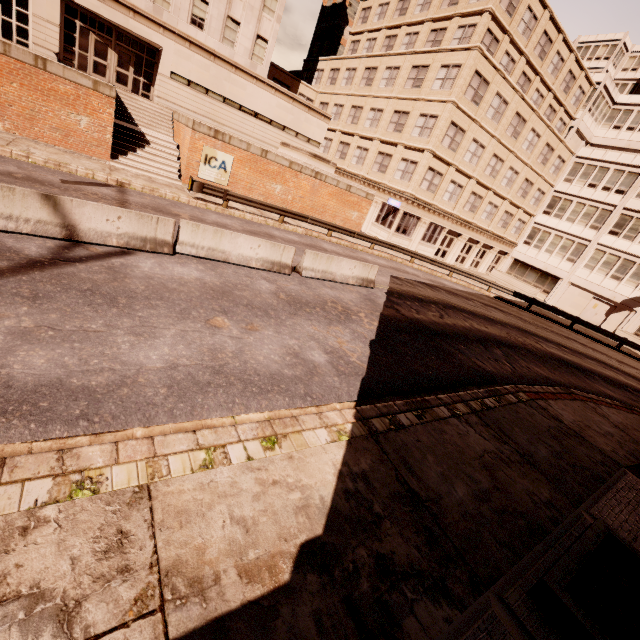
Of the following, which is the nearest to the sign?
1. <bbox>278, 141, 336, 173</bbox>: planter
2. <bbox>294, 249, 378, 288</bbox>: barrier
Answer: <bbox>278, 141, 336, 173</bbox>: planter

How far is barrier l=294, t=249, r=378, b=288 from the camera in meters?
12.5

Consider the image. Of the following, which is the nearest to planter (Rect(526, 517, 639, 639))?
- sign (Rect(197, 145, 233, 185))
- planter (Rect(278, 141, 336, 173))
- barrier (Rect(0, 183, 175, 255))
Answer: barrier (Rect(0, 183, 175, 255))

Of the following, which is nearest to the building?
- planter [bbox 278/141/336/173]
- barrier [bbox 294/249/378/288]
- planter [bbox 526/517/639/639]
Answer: planter [bbox 278/141/336/173]

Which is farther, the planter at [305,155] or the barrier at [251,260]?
the planter at [305,155]

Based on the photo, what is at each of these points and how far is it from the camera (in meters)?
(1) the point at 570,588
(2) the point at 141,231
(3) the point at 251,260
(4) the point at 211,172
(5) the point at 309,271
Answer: (1) planter, 4.25
(2) barrier, 9.00
(3) barrier, 11.13
(4) sign, 18.92
(5) barrier, 12.55

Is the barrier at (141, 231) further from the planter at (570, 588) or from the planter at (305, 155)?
the planter at (305, 155)

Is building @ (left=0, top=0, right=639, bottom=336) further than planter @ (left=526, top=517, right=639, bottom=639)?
Yes
